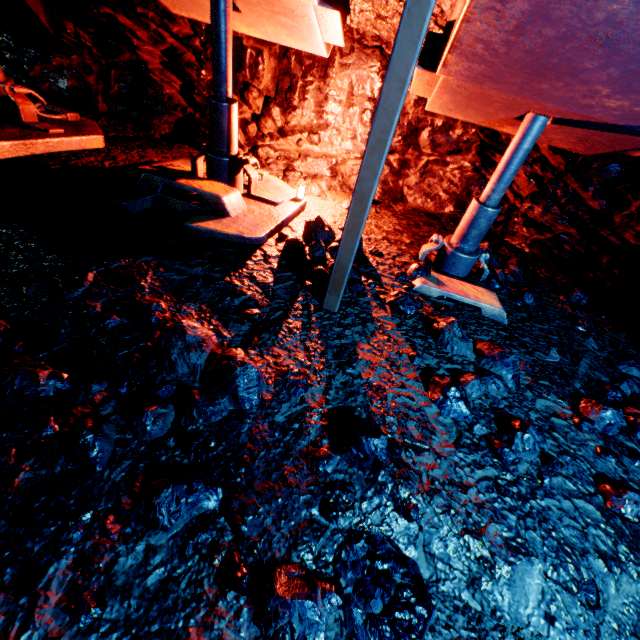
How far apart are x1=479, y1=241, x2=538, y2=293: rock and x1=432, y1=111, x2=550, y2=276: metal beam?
0.18m

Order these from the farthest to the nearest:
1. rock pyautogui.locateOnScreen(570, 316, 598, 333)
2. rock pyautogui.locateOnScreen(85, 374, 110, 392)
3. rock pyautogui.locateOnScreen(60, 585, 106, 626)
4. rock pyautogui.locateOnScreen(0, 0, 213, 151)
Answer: rock pyautogui.locateOnScreen(0, 0, 213, 151) → rock pyautogui.locateOnScreen(570, 316, 598, 333) → rock pyautogui.locateOnScreen(85, 374, 110, 392) → rock pyautogui.locateOnScreen(60, 585, 106, 626)

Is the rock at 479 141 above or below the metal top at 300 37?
below

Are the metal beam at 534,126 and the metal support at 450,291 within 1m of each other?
yes

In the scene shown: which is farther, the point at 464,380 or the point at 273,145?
the point at 273,145

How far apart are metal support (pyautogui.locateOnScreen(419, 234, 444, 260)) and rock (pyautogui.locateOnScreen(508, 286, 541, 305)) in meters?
0.6 m

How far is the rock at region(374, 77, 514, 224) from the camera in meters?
4.4

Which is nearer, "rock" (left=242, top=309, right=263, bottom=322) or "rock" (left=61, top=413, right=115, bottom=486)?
"rock" (left=61, top=413, right=115, bottom=486)
